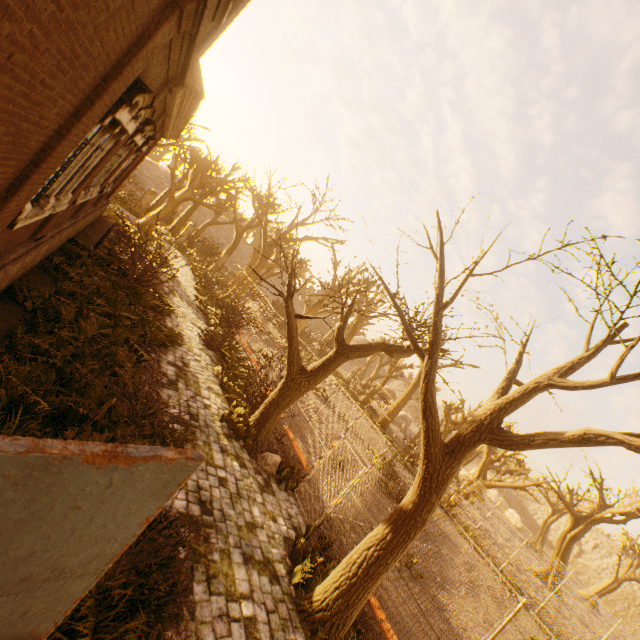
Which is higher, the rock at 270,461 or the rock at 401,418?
the rock at 401,418

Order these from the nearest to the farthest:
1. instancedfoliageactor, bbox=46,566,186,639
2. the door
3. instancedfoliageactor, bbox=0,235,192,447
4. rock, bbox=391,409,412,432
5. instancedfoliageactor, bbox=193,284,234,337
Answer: the door < instancedfoliageactor, bbox=46,566,186,639 < instancedfoliageactor, bbox=0,235,192,447 < instancedfoliageactor, bbox=193,284,234,337 < rock, bbox=391,409,412,432

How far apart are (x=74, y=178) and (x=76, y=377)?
4.0m

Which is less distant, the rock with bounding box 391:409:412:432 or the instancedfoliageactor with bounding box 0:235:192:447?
the instancedfoliageactor with bounding box 0:235:192:447

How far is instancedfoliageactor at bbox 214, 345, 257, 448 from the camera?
8.81m

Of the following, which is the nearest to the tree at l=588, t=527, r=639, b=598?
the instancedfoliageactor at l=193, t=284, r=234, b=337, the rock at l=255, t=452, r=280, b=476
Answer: → the rock at l=255, t=452, r=280, b=476

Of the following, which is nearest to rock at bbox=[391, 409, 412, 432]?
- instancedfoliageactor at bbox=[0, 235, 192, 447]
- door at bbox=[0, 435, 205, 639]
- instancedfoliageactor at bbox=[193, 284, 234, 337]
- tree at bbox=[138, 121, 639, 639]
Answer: tree at bbox=[138, 121, 639, 639]

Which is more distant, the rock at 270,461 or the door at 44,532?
the rock at 270,461
